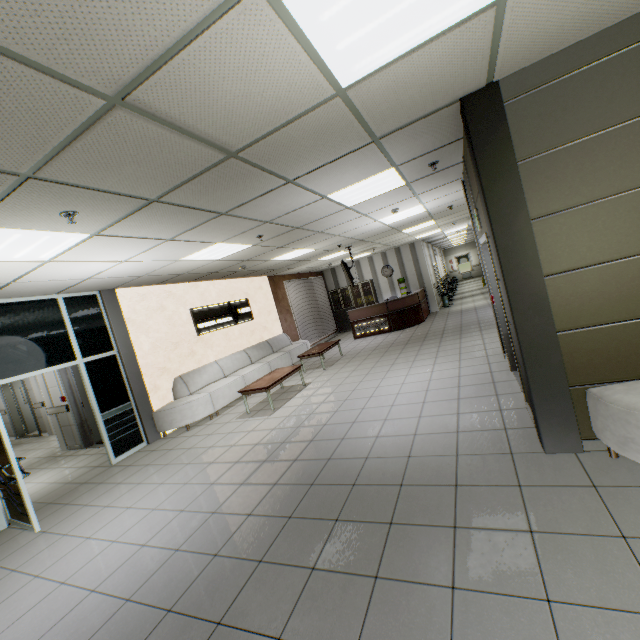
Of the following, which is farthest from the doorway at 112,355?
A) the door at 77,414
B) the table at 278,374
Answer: the table at 278,374

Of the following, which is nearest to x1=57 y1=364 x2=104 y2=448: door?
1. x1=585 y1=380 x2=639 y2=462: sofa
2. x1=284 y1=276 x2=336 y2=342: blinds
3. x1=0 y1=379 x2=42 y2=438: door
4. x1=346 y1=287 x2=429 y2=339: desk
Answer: x1=0 y1=379 x2=42 y2=438: door

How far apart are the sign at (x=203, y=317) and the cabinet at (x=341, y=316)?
6.1m

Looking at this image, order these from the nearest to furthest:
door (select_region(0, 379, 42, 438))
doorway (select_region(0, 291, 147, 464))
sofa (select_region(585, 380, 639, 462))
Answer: sofa (select_region(585, 380, 639, 462)) → doorway (select_region(0, 291, 147, 464)) → door (select_region(0, 379, 42, 438))

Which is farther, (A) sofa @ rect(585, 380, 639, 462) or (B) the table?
(B) the table

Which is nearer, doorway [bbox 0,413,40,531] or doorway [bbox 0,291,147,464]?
doorway [bbox 0,413,40,531]

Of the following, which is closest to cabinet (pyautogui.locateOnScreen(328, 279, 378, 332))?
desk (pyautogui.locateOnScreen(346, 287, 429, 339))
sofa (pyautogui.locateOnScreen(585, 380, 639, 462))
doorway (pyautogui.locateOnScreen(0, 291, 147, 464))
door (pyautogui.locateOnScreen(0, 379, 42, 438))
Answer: desk (pyautogui.locateOnScreen(346, 287, 429, 339))

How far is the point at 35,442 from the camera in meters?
10.1
